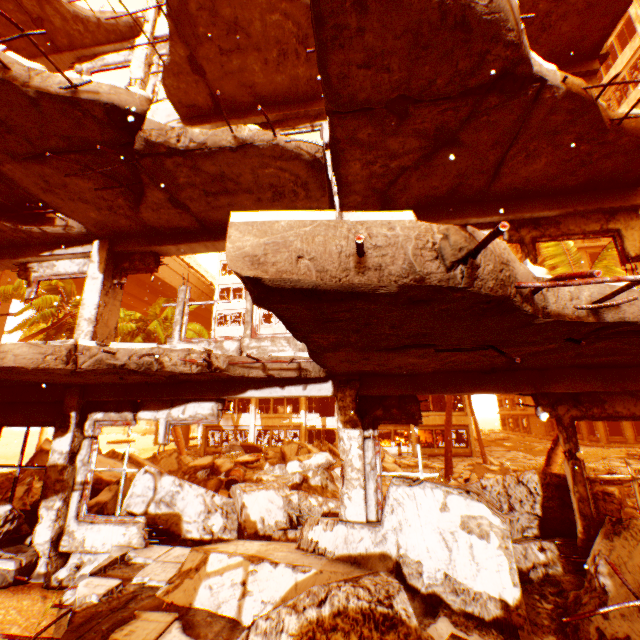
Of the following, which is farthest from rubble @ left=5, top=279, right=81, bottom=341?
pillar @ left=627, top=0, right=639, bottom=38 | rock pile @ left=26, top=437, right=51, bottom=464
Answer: pillar @ left=627, top=0, right=639, bottom=38

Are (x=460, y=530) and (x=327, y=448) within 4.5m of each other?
no

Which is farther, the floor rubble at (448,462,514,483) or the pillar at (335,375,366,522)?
the floor rubble at (448,462,514,483)

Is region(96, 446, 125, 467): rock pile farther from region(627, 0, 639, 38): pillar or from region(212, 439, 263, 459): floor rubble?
region(212, 439, 263, 459): floor rubble

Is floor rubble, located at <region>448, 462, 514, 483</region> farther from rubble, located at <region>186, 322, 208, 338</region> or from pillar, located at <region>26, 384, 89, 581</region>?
pillar, located at <region>26, 384, 89, 581</region>

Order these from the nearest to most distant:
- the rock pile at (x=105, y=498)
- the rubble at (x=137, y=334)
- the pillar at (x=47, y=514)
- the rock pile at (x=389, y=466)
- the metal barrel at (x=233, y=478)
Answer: the pillar at (x=47, y=514)
the rock pile at (x=105, y=498)
the metal barrel at (x=233, y=478)
the rock pile at (x=389, y=466)
the rubble at (x=137, y=334)

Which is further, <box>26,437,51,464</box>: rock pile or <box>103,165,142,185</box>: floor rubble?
<box>26,437,51,464</box>: rock pile

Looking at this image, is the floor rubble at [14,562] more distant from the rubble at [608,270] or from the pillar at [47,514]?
the rubble at [608,270]
